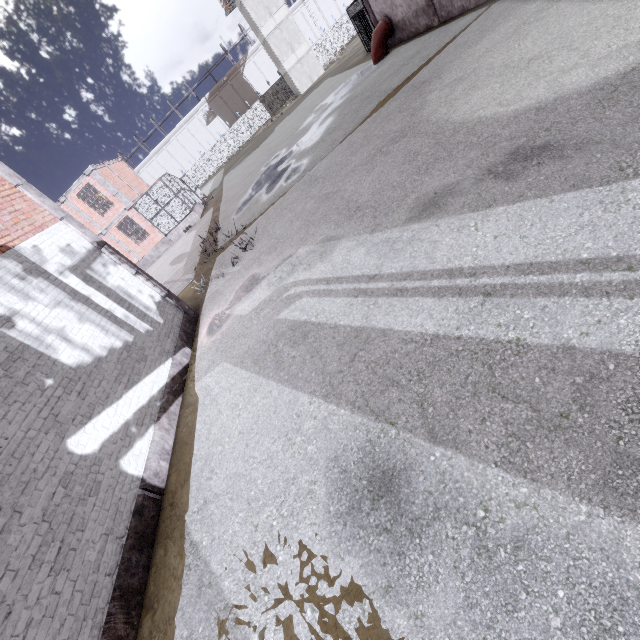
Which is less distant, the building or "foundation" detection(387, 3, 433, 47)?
"foundation" detection(387, 3, 433, 47)

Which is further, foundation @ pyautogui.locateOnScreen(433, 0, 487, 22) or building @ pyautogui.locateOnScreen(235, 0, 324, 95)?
building @ pyautogui.locateOnScreen(235, 0, 324, 95)

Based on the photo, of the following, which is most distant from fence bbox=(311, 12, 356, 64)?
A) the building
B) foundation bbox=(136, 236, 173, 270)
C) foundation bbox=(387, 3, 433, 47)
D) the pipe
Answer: the pipe

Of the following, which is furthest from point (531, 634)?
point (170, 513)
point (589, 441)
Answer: point (170, 513)

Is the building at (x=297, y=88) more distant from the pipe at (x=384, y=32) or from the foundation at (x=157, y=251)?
the foundation at (x=157, y=251)

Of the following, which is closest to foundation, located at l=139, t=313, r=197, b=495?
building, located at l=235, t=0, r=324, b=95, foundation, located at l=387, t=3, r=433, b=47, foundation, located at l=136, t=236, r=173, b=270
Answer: foundation, located at l=387, t=3, r=433, b=47

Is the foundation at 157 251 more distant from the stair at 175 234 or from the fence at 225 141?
the fence at 225 141

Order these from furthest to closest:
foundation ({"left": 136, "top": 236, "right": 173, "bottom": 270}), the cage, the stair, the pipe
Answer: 1. foundation ({"left": 136, "top": 236, "right": 173, "bottom": 270})
2. the stair
3. the cage
4. the pipe
